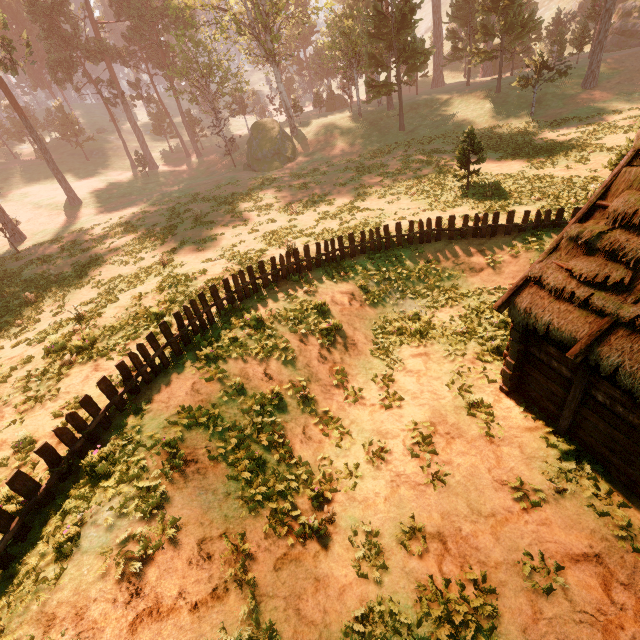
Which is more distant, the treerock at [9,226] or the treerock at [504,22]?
the treerock at [504,22]

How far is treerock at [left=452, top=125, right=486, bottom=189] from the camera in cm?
1899

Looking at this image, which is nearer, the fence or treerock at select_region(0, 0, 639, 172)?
the fence

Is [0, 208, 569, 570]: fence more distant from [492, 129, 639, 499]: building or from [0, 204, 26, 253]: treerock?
[0, 204, 26, 253]: treerock

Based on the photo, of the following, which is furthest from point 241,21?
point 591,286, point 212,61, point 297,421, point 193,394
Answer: point 591,286

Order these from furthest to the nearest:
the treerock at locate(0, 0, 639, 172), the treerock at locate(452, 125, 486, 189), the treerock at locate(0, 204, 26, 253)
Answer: the treerock at locate(0, 0, 639, 172) < the treerock at locate(0, 204, 26, 253) < the treerock at locate(452, 125, 486, 189)
